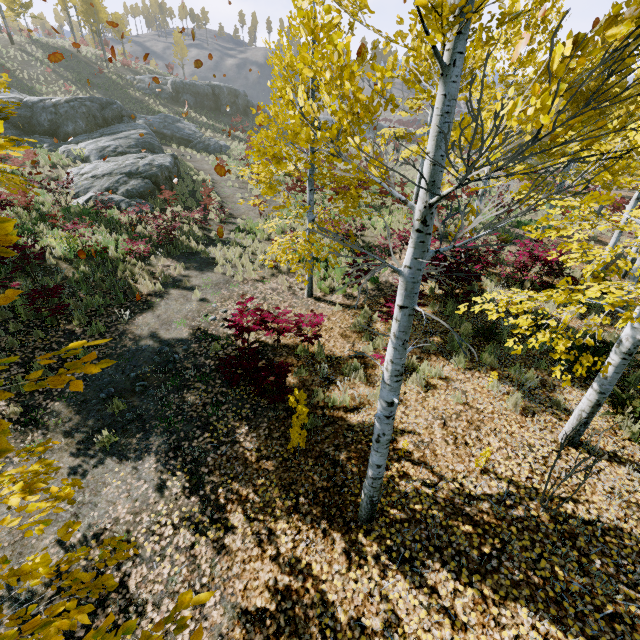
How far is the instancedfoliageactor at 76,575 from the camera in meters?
2.1

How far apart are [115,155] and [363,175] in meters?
23.2 m

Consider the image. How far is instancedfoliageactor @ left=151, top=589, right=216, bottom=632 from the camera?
1.20m

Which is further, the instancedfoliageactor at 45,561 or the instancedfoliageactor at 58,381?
the instancedfoliageactor at 45,561

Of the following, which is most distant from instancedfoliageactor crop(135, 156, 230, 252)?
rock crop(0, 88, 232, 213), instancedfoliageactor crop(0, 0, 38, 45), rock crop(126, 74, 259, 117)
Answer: instancedfoliageactor crop(0, 0, 38, 45)

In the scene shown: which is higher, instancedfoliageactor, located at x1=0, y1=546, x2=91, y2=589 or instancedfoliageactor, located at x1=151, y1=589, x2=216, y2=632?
instancedfoliageactor, located at x1=151, y1=589, x2=216, y2=632

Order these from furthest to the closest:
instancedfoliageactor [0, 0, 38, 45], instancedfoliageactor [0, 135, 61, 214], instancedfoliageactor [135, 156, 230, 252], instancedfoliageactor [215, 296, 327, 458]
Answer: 1. instancedfoliageactor [0, 0, 38, 45]
2. instancedfoliageactor [135, 156, 230, 252]
3. instancedfoliageactor [215, 296, 327, 458]
4. instancedfoliageactor [0, 135, 61, 214]
